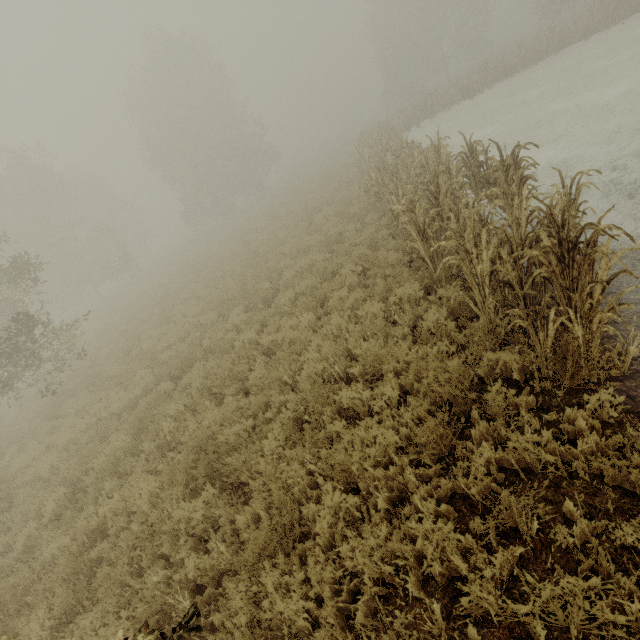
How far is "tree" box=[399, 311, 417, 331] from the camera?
6.1m

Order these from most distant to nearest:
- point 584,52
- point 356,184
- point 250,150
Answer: point 250,150 → point 584,52 → point 356,184

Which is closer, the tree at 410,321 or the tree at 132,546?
the tree at 132,546

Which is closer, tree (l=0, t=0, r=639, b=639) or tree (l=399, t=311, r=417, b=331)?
tree (l=0, t=0, r=639, b=639)

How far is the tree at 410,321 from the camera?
6.07m
